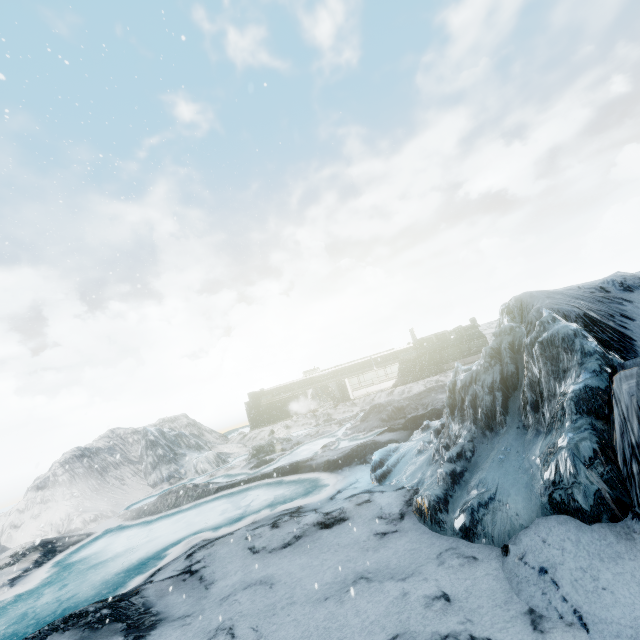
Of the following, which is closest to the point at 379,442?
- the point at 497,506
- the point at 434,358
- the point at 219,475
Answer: the point at 497,506
